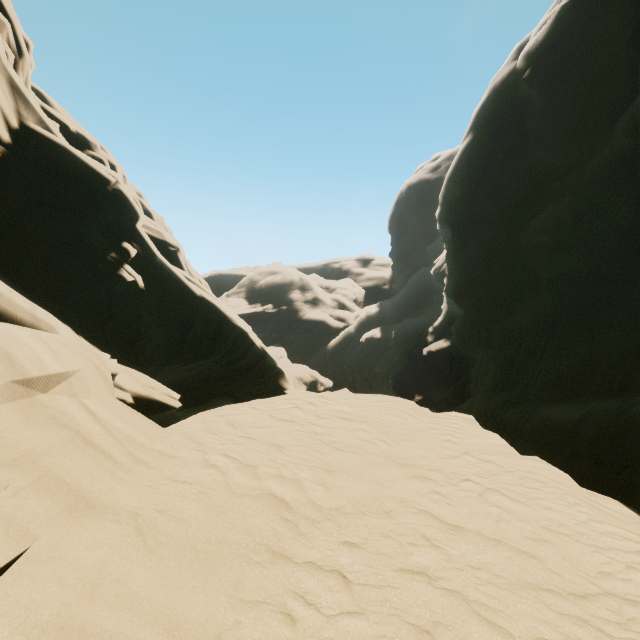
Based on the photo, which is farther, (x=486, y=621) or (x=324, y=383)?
(x=324, y=383)
